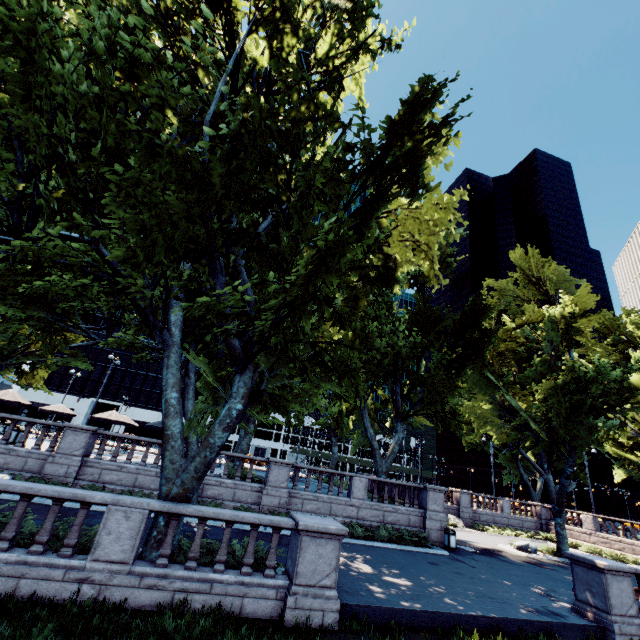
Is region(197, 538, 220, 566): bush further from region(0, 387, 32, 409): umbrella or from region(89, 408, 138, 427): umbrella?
region(0, 387, 32, 409): umbrella

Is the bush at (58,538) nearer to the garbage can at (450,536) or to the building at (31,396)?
the garbage can at (450,536)

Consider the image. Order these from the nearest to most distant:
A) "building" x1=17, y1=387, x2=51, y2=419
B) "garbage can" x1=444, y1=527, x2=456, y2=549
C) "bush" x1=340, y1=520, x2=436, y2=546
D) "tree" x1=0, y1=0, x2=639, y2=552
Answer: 1. "tree" x1=0, y1=0, x2=639, y2=552
2. "bush" x1=340, y1=520, x2=436, y2=546
3. "garbage can" x1=444, y1=527, x2=456, y2=549
4. "building" x1=17, y1=387, x2=51, y2=419

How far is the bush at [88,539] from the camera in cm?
798

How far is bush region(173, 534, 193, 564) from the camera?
8.7 meters

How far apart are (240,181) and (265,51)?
4.9 meters

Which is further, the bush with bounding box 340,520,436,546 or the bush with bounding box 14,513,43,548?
the bush with bounding box 340,520,436,546
